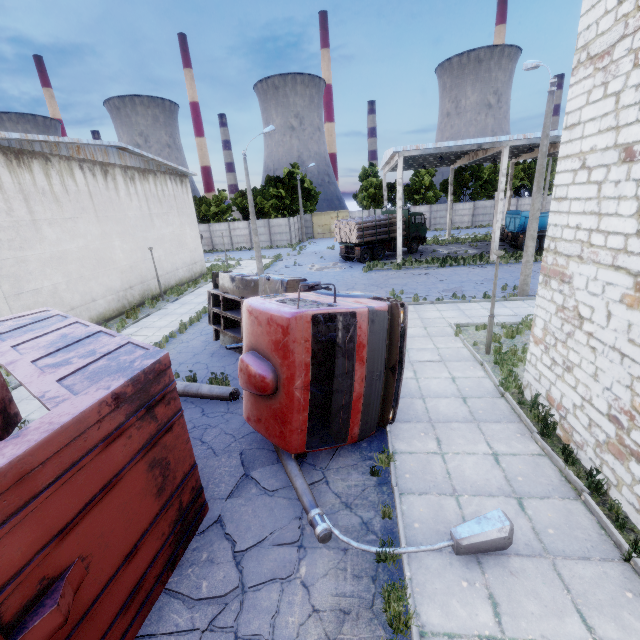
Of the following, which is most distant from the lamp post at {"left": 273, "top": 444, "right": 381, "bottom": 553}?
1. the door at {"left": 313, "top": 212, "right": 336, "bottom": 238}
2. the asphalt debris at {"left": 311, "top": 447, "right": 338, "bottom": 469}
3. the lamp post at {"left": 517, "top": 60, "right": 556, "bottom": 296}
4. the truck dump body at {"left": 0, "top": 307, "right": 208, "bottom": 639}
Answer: the door at {"left": 313, "top": 212, "right": 336, "bottom": 238}

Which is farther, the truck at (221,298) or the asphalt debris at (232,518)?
the truck at (221,298)

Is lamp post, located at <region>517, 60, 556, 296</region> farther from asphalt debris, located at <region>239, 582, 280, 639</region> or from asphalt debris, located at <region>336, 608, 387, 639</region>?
asphalt debris, located at <region>336, 608, 387, 639</region>

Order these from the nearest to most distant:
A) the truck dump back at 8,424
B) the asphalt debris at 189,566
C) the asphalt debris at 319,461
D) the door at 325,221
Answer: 1. the asphalt debris at 189,566
2. the asphalt debris at 319,461
3. the truck dump back at 8,424
4. the door at 325,221

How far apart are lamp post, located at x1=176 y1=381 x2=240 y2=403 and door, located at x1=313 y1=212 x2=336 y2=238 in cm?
4374

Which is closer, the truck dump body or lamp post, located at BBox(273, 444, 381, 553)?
the truck dump body

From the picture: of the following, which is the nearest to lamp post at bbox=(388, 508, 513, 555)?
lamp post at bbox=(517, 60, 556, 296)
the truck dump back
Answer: the truck dump back

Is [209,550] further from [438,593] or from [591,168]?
[591,168]
